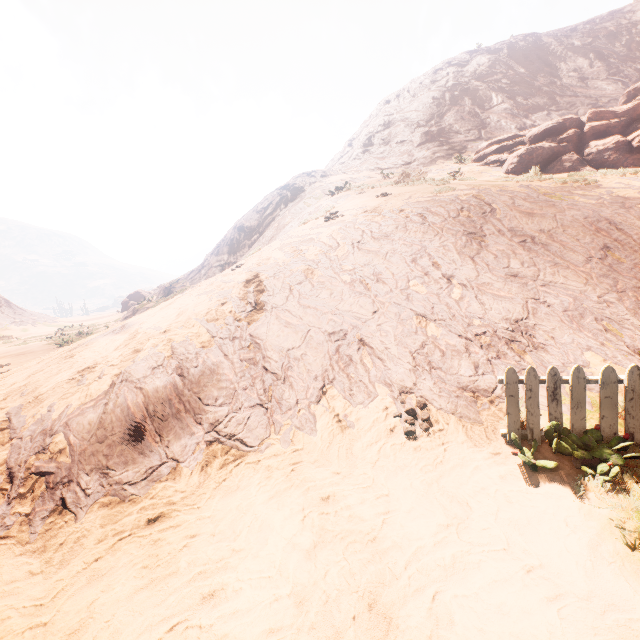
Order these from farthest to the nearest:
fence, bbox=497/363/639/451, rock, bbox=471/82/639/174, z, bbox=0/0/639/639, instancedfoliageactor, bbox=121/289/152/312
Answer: instancedfoliageactor, bbox=121/289/152/312
rock, bbox=471/82/639/174
fence, bbox=497/363/639/451
z, bbox=0/0/639/639

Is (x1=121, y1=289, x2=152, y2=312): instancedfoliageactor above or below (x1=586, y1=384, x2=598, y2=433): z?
above

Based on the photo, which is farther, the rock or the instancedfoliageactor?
the instancedfoliageactor

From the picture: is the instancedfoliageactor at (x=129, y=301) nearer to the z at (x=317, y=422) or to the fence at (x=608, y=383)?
the z at (x=317, y=422)

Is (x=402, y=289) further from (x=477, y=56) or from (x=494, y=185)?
(x=477, y=56)

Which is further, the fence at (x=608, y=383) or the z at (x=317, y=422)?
the fence at (x=608, y=383)

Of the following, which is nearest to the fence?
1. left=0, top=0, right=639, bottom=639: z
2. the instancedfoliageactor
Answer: left=0, top=0, right=639, bottom=639: z

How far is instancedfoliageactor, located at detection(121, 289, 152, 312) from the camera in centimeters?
Answer: 4459cm
